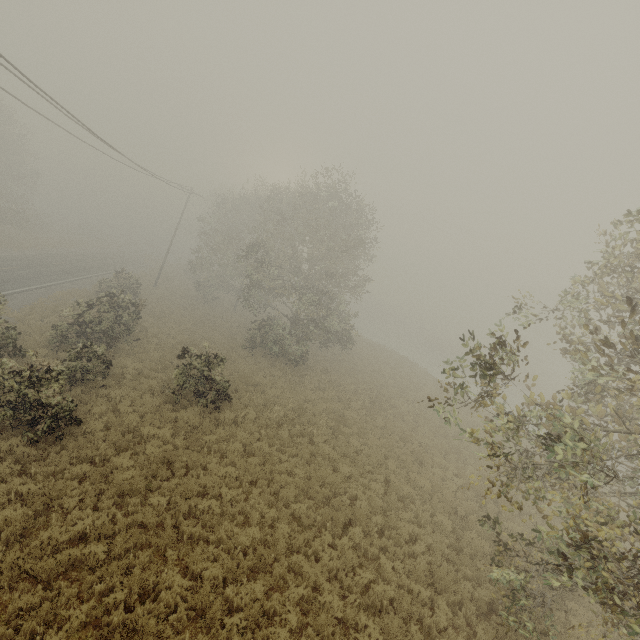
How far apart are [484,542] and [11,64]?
21.0m
